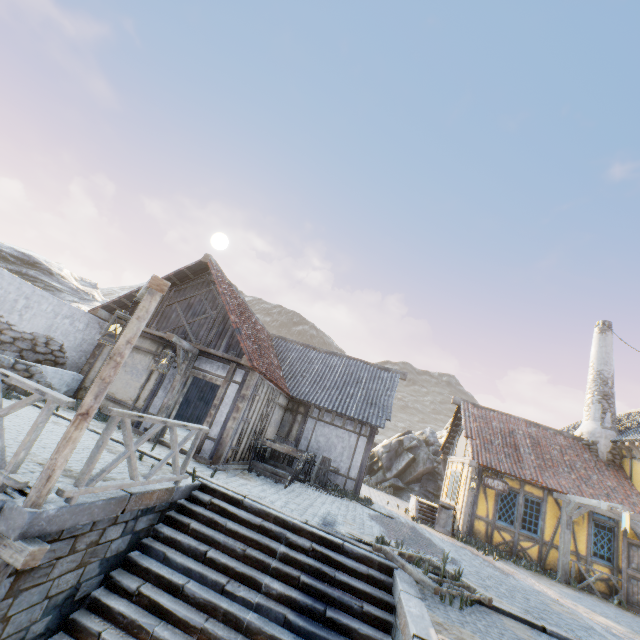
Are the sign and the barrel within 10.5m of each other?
yes

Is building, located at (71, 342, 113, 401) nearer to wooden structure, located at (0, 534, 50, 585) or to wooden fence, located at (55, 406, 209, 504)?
wooden fence, located at (55, 406, 209, 504)

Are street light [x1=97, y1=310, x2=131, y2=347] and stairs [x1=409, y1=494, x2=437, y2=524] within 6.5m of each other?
no

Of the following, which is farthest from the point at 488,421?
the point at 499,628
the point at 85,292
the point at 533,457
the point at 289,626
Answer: the point at 85,292

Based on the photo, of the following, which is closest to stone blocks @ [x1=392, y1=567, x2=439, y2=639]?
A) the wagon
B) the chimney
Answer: the wagon

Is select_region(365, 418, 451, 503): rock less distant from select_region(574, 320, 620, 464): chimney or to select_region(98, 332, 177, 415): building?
select_region(98, 332, 177, 415): building

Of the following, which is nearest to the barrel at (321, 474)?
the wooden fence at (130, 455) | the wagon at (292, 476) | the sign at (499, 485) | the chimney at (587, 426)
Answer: the wagon at (292, 476)

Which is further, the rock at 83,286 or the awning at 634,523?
the rock at 83,286
